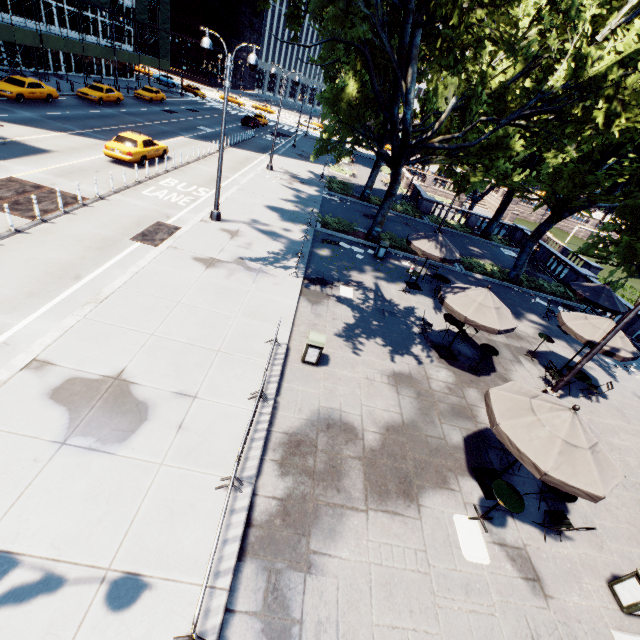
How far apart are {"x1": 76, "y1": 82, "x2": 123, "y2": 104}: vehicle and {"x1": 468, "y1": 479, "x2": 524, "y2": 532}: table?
42.82m

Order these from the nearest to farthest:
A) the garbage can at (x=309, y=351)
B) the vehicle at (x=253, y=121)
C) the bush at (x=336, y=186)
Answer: the garbage can at (x=309, y=351)
the bush at (x=336, y=186)
the vehicle at (x=253, y=121)

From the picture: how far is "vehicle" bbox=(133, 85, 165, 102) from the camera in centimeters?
3928cm

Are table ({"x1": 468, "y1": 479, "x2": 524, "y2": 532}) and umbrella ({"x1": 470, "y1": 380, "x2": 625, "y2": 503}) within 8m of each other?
yes

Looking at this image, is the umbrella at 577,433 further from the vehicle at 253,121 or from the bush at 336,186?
the vehicle at 253,121

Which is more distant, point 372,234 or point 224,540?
point 372,234

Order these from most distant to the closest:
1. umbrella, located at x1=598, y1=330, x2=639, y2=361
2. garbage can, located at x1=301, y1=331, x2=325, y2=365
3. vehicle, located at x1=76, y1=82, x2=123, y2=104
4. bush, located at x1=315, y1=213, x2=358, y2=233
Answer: vehicle, located at x1=76, y1=82, x2=123, y2=104, bush, located at x1=315, y1=213, x2=358, y2=233, umbrella, located at x1=598, y1=330, x2=639, y2=361, garbage can, located at x1=301, y1=331, x2=325, y2=365

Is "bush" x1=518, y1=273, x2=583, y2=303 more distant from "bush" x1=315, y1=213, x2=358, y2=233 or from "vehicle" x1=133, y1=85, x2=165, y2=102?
"vehicle" x1=133, y1=85, x2=165, y2=102
